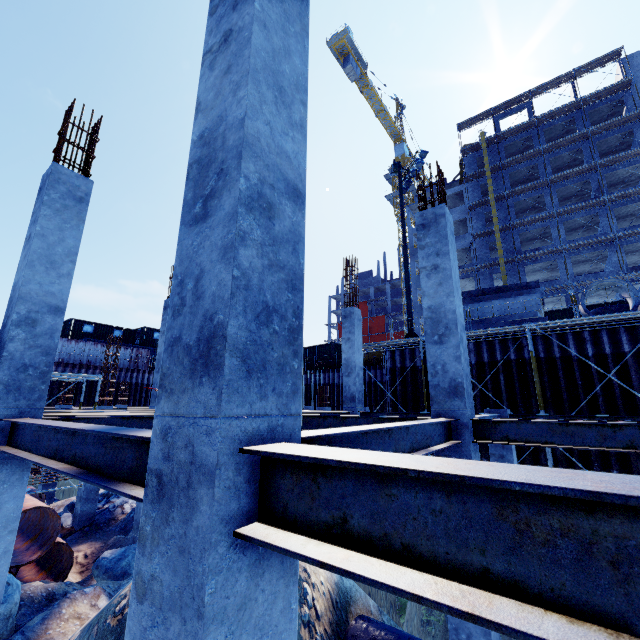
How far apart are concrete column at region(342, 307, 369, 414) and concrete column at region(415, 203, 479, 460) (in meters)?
6.16

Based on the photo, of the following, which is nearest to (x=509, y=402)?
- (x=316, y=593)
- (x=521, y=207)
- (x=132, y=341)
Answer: (x=316, y=593)

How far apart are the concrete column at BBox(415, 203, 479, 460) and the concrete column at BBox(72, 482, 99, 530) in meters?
14.4

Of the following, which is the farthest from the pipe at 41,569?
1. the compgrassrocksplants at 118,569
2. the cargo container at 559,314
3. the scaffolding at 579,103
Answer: the cargo container at 559,314

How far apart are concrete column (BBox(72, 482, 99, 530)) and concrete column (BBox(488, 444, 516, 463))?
15.03m

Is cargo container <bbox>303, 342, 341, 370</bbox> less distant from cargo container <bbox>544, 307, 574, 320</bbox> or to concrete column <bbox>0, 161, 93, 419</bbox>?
cargo container <bbox>544, 307, 574, 320</bbox>

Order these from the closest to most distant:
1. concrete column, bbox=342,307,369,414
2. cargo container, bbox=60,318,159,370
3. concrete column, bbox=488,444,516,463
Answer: concrete column, bbox=488,444,516,463 < concrete column, bbox=342,307,369,414 < cargo container, bbox=60,318,159,370

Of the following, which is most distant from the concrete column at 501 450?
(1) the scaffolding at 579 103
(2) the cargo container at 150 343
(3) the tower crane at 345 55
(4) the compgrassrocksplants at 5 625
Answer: (3) the tower crane at 345 55
